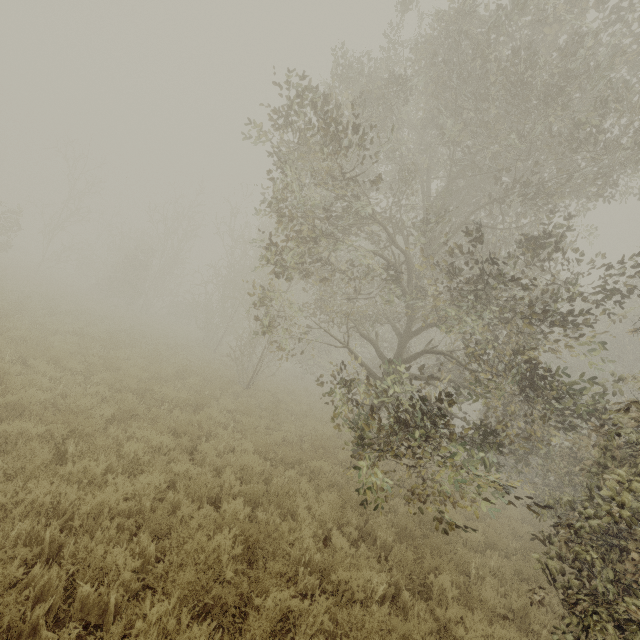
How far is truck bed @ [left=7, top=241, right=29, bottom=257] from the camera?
36.6m

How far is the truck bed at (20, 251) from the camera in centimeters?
3656cm

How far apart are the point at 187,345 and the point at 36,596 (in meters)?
17.01

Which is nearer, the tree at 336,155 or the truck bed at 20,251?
the tree at 336,155

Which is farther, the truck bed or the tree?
the truck bed
